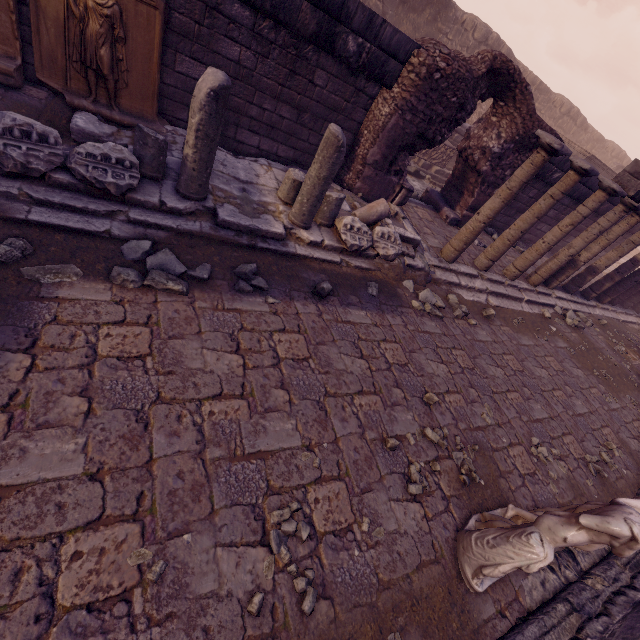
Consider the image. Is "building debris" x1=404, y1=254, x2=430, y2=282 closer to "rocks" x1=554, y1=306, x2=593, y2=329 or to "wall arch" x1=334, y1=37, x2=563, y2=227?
"wall arch" x1=334, y1=37, x2=563, y2=227

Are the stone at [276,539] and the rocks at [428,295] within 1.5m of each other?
no

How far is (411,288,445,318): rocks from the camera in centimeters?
533cm

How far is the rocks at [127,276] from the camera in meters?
3.1 m

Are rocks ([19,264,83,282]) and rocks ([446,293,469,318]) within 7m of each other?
yes

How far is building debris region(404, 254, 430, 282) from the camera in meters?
5.9 m

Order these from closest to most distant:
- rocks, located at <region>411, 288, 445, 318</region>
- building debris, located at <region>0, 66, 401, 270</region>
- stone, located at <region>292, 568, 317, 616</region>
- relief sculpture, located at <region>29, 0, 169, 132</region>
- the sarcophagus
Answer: stone, located at <region>292, 568, 317, 616</region>, building debris, located at <region>0, 66, 401, 270</region>, relief sculpture, located at <region>29, 0, 169, 132</region>, rocks, located at <region>411, 288, 445, 318</region>, the sarcophagus

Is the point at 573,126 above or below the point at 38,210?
above
